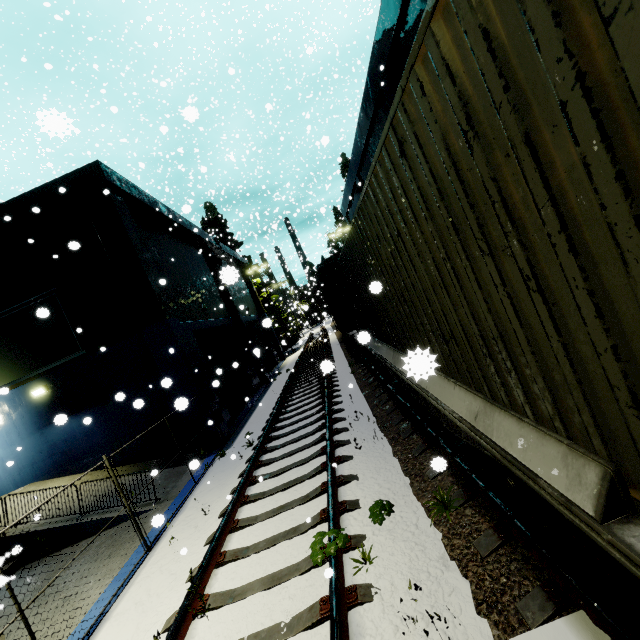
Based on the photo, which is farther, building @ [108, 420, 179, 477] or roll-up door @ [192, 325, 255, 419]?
roll-up door @ [192, 325, 255, 419]

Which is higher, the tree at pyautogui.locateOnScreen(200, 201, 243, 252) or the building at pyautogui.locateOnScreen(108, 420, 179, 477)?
the tree at pyautogui.locateOnScreen(200, 201, 243, 252)

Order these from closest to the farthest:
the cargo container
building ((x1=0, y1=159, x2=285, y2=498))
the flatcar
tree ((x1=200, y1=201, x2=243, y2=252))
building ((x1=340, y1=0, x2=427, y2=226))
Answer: the cargo container → the flatcar → building ((x1=340, y1=0, x2=427, y2=226)) → building ((x1=0, y1=159, x2=285, y2=498)) → tree ((x1=200, y1=201, x2=243, y2=252))

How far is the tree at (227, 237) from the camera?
34.9 meters

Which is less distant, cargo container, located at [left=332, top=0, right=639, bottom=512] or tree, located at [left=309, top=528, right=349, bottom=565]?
cargo container, located at [left=332, top=0, right=639, bottom=512]

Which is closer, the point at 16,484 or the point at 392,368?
the point at 392,368

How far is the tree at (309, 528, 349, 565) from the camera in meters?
3.8 m

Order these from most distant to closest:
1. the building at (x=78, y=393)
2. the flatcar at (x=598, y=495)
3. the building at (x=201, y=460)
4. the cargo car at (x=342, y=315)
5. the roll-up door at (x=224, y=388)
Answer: the roll-up door at (x=224, y=388) → the cargo car at (x=342, y=315) → the building at (x=78, y=393) → the building at (x=201, y=460) → the flatcar at (x=598, y=495)
